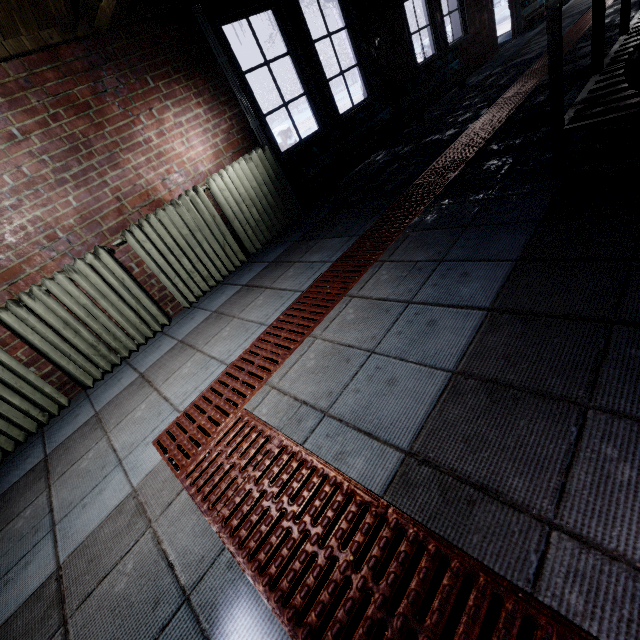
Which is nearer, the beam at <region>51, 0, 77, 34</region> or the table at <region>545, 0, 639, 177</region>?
the table at <region>545, 0, 639, 177</region>

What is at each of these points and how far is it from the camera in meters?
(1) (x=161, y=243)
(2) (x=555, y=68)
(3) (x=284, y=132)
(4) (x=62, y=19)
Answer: (1) radiator, 2.7 m
(2) table, 1.6 m
(3) fence, 8.6 m
(4) beam, 2.2 m

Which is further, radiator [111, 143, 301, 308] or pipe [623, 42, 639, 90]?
radiator [111, 143, 301, 308]

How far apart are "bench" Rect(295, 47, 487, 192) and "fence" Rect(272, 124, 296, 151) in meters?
4.4

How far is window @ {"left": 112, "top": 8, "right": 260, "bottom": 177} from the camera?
2.61m

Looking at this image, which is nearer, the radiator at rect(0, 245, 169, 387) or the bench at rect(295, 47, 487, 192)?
the radiator at rect(0, 245, 169, 387)

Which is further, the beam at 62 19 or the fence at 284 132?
the fence at 284 132

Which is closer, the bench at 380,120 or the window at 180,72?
the window at 180,72
